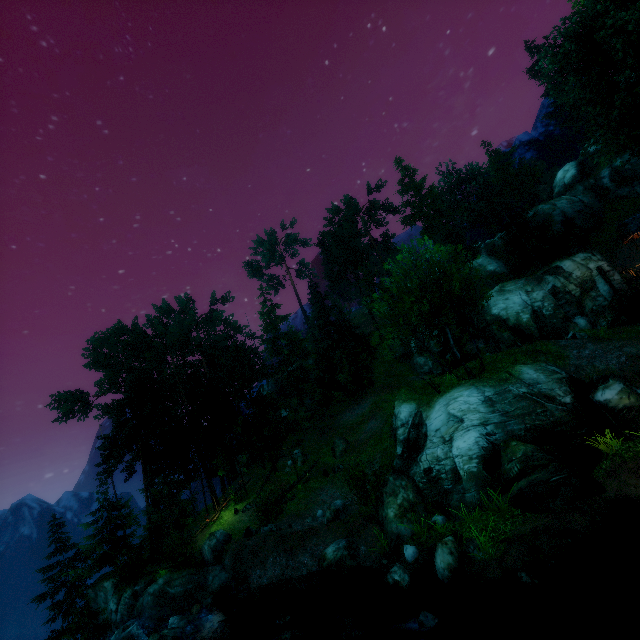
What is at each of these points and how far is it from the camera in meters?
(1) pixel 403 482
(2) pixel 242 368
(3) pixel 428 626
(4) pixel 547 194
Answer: (1) rock, 15.1
(2) tree, 37.1
(3) rock, 9.0
(4) rock, 55.1

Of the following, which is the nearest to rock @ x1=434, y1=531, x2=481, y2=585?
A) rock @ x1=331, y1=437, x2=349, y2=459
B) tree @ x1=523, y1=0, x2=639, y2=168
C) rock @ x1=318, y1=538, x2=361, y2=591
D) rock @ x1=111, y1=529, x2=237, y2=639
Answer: rock @ x1=318, y1=538, x2=361, y2=591

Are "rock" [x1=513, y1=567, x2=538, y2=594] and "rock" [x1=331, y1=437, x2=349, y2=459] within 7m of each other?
no

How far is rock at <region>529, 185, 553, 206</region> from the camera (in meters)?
54.92

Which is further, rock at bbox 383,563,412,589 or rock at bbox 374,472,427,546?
rock at bbox 374,472,427,546

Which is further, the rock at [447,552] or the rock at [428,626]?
the rock at [447,552]

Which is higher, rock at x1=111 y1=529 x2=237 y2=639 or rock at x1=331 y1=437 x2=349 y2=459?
rock at x1=331 y1=437 x2=349 y2=459

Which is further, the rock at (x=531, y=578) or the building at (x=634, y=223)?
the building at (x=634, y=223)
